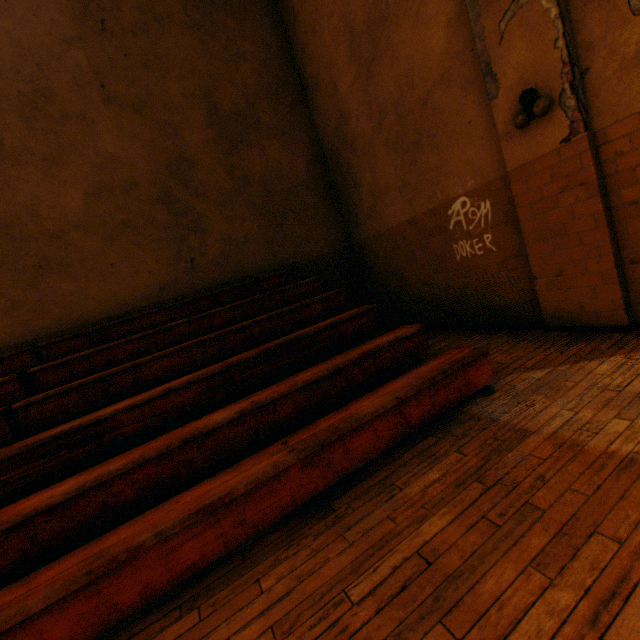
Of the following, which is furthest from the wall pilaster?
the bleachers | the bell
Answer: Result: the bleachers

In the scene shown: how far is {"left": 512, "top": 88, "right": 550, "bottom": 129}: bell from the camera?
→ 3.2 meters

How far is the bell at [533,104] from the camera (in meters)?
3.17

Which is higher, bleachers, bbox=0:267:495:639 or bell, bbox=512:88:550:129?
bell, bbox=512:88:550:129

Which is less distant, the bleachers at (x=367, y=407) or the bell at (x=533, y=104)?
the bleachers at (x=367, y=407)

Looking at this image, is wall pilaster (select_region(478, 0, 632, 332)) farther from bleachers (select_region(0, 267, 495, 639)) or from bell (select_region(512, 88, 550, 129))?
bleachers (select_region(0, 267, 495, 639))

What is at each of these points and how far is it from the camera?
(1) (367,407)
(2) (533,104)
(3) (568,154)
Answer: (1) bleachers, 2.5 meters
(2) bell, 3.3 meters
(3) wall pilaster, 3.2 meters
